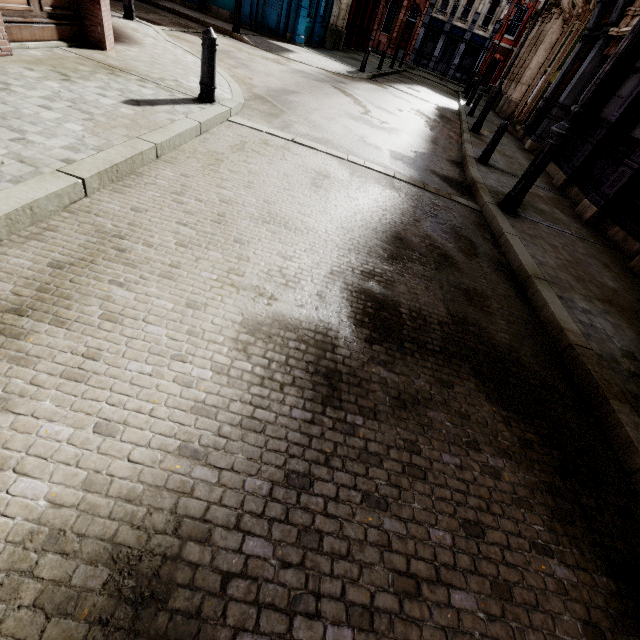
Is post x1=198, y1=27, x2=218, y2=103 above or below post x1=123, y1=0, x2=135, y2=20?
below

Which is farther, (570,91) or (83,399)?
(570,91)

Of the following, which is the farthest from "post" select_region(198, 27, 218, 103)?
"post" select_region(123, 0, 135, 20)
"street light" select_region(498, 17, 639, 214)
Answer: "post" select_region(123, 0, 135, 20)

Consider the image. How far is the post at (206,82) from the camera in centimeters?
498cm

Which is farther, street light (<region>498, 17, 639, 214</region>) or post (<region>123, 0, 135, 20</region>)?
post (<region>123, 0, 135, 20</region>)

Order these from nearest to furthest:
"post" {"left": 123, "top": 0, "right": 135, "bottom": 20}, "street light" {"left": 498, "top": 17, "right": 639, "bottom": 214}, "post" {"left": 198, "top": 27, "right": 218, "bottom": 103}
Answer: "street light" {"left": 498, "top": 17, "right": 639, "bottom": 214}
"post" {"left": 198, "top": 27, "right": 218, "bottom": 103}
"post" {"left": 123, "top": 0, "right": 135, "bottom": 20}

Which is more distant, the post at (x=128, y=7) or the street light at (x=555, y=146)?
the post at (x=128, y=7)

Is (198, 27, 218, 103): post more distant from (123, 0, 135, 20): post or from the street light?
(123, 0, 135, 20): post
